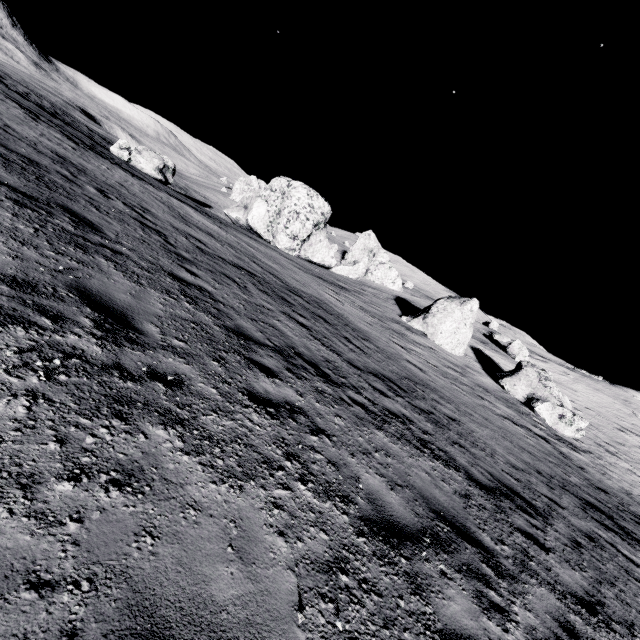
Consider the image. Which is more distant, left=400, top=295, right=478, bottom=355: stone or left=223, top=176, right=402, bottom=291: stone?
left=223, top=176, right=402, bottom=291: stone

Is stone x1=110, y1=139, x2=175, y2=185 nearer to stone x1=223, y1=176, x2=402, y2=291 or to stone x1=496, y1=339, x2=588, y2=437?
stone x1=223, y1=176, x2=402, y2=291

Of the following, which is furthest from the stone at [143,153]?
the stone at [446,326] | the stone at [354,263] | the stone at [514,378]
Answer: the stone at [514,378]

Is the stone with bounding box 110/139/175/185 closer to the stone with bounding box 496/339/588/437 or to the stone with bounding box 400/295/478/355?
the stone with bounding box 400/295/478/355

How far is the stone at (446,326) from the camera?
25.7 meters

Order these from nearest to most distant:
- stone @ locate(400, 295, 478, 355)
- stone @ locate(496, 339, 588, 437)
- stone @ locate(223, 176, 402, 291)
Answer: stone @ locate(496, 339, 588, 437)
stone @ locate(400, 295, 478, 355)
stone @ locate(223, 176, 402, 291)

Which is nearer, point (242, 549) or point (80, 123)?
point (242, 549)

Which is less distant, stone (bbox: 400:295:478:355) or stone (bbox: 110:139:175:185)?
stone (bbox: 400:295:478:355)
